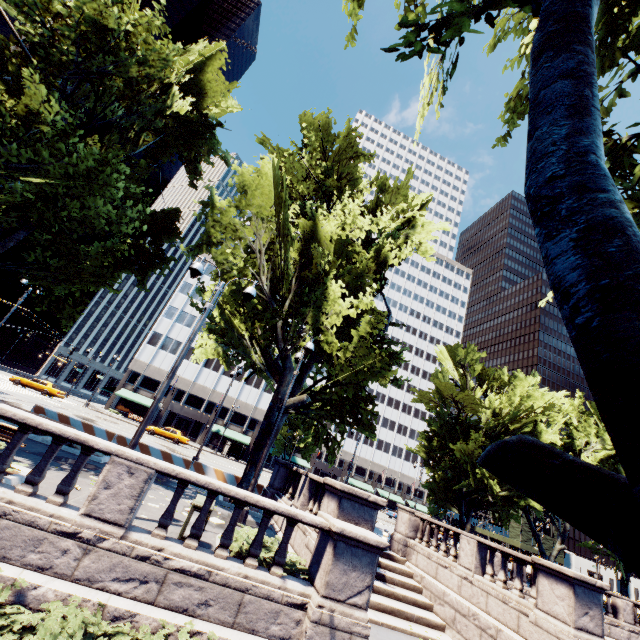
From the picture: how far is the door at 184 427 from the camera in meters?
53.8 m

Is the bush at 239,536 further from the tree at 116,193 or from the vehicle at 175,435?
the vehicle at 175,435

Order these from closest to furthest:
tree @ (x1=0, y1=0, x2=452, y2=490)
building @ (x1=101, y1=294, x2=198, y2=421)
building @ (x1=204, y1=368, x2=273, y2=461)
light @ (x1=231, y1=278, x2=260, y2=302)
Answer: light @ (x1=231, y1=278, x2=260, y2=302) → tree @ (x1=0, y1=0, x2=452, y2=490) → building @ (x1=101, y1=294, x2=198, y2=421) → building @ (x1=204, y1=368, x2=273, y2=461)

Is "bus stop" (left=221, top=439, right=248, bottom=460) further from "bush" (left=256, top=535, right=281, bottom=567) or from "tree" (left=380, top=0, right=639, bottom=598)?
"bush" (left=256, top=535, right=281, bottom=567)

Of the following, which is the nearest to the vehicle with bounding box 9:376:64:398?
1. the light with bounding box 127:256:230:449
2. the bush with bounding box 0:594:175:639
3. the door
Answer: the door

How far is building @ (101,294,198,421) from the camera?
52.4m

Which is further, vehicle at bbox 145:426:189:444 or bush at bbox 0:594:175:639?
vehicle at bbox 145:426:189:444

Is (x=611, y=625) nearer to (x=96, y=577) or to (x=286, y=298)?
(x=286, y=298)
